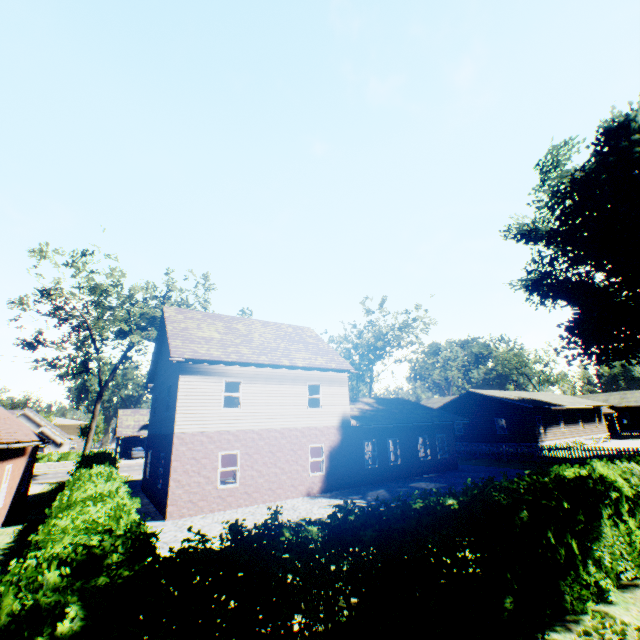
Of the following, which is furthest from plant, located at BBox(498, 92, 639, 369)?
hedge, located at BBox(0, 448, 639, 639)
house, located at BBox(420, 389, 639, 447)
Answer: house, located at BBox(420, 389, 639, 447)

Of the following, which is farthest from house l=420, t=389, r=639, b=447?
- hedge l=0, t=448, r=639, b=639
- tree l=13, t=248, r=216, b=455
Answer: tree l=13, t=248, r=216, b=455

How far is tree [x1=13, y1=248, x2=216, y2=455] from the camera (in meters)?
24.66

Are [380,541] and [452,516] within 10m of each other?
yes

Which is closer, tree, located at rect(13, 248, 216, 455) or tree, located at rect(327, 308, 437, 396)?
tree, located at rect(13, 248, 216, 455)

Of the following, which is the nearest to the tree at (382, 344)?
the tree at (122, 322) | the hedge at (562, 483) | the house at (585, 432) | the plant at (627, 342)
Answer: the house at (585, 432)

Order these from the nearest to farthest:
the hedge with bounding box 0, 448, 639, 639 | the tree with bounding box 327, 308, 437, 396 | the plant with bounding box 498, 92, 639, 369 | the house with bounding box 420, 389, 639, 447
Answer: the hedge with bounding box 0, 448, 639, 639, the plant with bounding box 498, 92, 639, 369, the house with bounding box 420, 389, 639, 447, the tree with bounding box 327, 308, 437, 396
